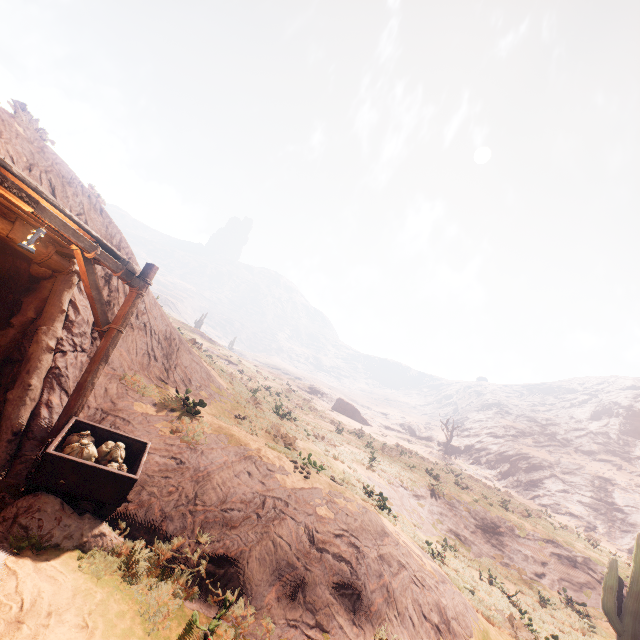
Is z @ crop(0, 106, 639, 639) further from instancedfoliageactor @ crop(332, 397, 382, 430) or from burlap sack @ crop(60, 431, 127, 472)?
burlap sack @ crop(60, 431, 127, 472)

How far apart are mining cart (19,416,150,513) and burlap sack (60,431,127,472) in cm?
3

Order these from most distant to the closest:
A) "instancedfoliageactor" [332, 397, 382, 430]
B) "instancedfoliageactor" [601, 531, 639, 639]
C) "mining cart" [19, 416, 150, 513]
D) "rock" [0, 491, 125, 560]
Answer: "instancedfoliageactor" [332, 397, 382, 430] < "instancedfoliageactor" [601, 531, 639, 639] < "mining cart" [19, 416, 150, 513] < "rock" [0, 491, 125, 560]

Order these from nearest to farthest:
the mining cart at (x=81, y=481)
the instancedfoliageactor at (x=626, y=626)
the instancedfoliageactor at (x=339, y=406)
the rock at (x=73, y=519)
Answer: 1. the rock at (x=73, y=519)
2. the mining cart at (x=81, y=481)
3. the instancedfoliageactor at (x=626, y=626)
4. the instancedfoliageactor at (x=339, y=406)

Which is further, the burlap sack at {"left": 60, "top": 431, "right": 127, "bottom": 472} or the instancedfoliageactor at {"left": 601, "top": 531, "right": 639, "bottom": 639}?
the instancedfoliageactor at {"left": 601, "top": 531, "right": 639, "bottom": 639}

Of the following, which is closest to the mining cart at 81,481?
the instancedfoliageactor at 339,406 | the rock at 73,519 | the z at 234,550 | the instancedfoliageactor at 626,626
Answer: the rock at 73,519

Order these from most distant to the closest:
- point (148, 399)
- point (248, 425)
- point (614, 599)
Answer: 1. point (248, 425)
2. point (614, 599)
3. point (148, 399)

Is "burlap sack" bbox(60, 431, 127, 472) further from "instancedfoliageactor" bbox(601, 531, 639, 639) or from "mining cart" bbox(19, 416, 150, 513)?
"instancedfoliageactor" bbox(601, 531, 639, 639)
